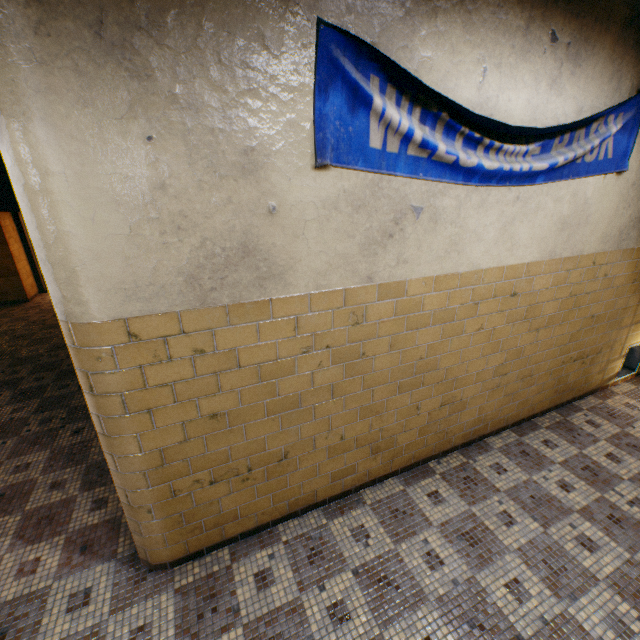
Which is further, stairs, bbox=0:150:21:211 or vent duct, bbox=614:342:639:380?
vent duct, bbox=614:342:639:380

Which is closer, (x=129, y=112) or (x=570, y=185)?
(x=129, y=112)

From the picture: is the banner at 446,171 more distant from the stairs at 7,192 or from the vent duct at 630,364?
the vent duct at 630,364

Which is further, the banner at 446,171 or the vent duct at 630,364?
the vent duct at 630,364

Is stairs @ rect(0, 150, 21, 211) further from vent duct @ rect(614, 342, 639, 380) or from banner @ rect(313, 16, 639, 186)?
vent duct @ rect(614, 342, 639, 380)

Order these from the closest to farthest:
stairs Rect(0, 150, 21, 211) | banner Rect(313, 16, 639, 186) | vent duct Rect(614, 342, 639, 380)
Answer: banner Rect(313, 16, 639, 186)
stairs Rect(0, 150, 21, 211)
vent duct Rect(614, 342, 639, 380)

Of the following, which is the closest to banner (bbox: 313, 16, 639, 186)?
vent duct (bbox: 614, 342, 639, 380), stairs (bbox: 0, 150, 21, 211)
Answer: stairs (bbox: 0, 150, 21, 211)
